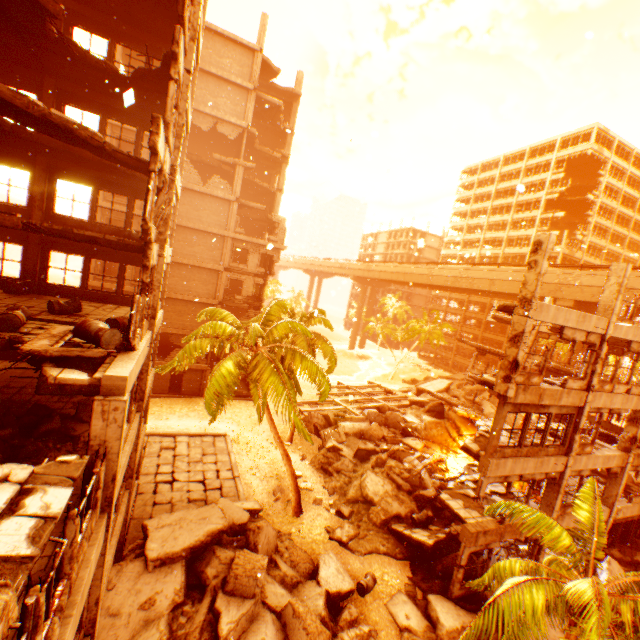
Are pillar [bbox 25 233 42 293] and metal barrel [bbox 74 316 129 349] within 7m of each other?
no

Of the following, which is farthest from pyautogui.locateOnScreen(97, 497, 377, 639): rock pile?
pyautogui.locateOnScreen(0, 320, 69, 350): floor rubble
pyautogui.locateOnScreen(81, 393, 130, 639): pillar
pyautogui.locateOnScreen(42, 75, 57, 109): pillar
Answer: pyautogui.locateOnScreen(42, 75, 57, 109): pillar

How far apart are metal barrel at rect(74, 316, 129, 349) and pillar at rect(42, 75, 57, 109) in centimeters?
1023cm

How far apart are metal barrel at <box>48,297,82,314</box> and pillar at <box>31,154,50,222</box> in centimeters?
452cm

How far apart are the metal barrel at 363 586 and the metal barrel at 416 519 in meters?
3.9 m

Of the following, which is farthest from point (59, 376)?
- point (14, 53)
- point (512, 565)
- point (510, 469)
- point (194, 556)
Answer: point (510, 469)

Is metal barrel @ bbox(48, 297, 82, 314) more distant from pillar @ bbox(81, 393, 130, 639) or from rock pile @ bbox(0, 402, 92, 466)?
pillar @ bbox(81, 393, 130, 639)

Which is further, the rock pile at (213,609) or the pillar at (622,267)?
the pillar at (622,267)
